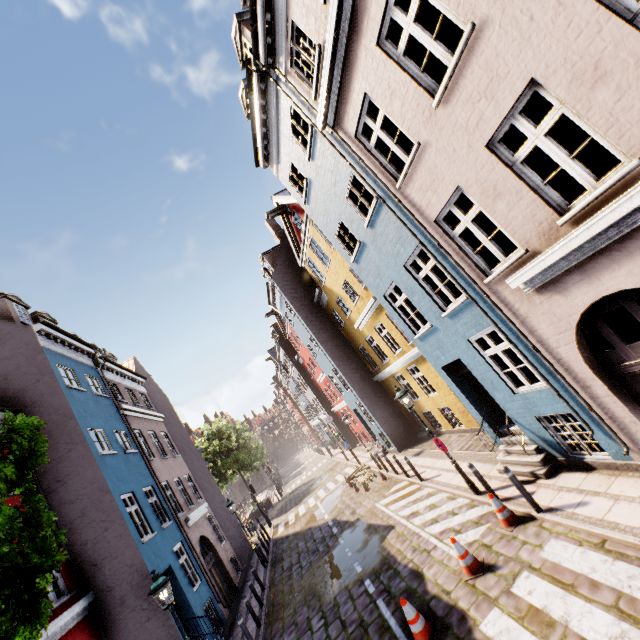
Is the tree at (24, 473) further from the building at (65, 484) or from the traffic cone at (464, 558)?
the building at (65, 484)

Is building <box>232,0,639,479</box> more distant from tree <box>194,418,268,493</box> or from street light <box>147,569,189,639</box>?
street light <box>147,569,189,639</box>

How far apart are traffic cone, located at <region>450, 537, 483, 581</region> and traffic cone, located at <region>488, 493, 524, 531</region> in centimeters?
88cm

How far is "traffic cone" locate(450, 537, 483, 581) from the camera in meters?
6.9

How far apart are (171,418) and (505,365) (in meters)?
23.16

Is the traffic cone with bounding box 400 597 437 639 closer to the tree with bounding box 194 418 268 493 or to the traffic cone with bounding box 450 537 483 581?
the traffic cone with bounding box 450 537 483 581

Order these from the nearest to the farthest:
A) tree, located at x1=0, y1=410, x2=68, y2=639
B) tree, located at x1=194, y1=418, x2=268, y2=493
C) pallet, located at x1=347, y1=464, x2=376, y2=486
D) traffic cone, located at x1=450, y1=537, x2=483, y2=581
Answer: tree, located at x1=0, y1=410, x2=68, y2=639 < traffic cone, located at x1=450, y1=537, x2=483, y2=581 < pallet, located at x1=347, y1=464, x2=376, y2=486 < tree, located at x1=194, y1=418, x2=268, y2=493

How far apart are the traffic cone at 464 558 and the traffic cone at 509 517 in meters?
0.9 m
